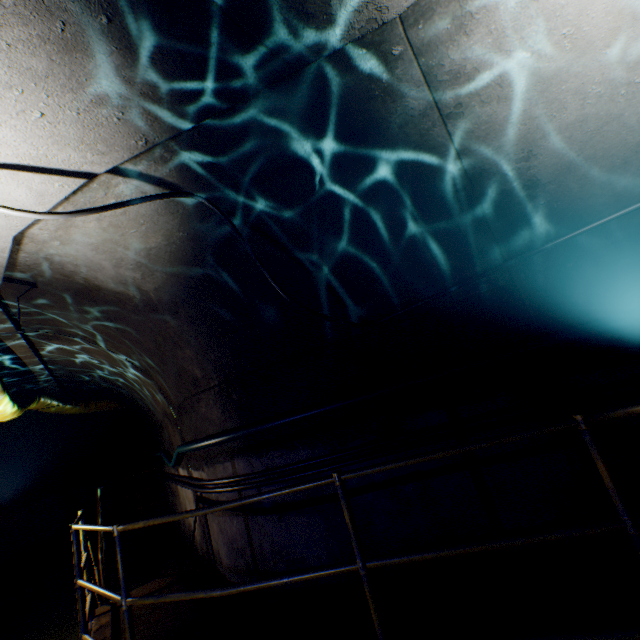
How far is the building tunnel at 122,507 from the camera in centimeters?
1155cm

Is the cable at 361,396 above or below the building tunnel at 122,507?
above

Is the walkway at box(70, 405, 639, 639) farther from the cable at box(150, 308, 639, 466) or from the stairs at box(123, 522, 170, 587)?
the stairs at box(123, 522, 170, 587)

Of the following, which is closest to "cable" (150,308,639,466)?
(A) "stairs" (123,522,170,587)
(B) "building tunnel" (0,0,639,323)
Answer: (B) "building tunnel" (0,0,639,323)

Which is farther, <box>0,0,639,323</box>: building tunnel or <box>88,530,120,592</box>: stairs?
→ <box>88,530,120,592</box>: stairs

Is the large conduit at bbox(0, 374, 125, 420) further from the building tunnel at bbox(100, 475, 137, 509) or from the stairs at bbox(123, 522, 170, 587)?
the stairs at bbox(123, 522, 170, 587)

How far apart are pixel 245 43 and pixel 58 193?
1.80m
